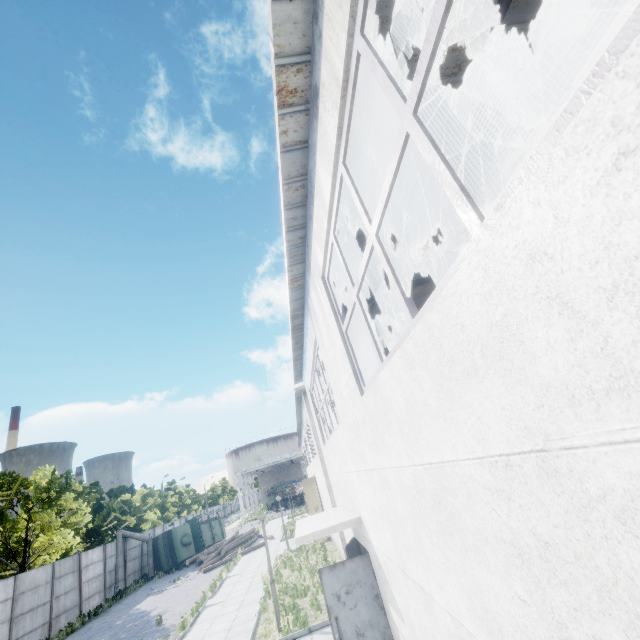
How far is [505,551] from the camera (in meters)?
1.94

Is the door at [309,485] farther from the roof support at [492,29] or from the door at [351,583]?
the door at [351,583]

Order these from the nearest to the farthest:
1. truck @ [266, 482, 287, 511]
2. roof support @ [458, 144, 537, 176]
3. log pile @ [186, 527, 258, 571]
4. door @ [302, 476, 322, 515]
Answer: roof support @ [458, 144, 537, 176] < door @ [302, 476, 322, 515] < log pile @ [186, 527, 258, 571] < truck @ [266, 482, 287, 511]

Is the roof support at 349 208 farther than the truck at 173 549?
No

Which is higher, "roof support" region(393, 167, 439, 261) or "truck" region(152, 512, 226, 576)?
"roof support" region(393, 167, 439, 261)

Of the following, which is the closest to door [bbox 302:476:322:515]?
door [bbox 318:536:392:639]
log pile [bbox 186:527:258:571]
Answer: log pile [bbox 186:527:258:571]

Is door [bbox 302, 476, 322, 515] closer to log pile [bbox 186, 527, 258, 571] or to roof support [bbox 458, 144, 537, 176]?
log pile [bbox 186, 527, 258, 571]

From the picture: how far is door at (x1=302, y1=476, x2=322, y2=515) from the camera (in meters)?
20.66
